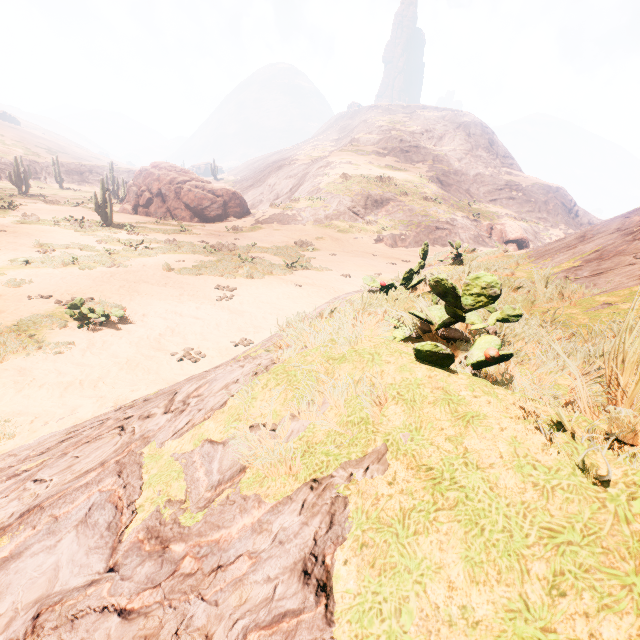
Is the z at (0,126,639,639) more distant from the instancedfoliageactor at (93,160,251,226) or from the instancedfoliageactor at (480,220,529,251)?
the instancedfoliageactor at (93,160,251,226)

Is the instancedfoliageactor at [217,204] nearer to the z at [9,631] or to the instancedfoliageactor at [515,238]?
the z at [9,631]

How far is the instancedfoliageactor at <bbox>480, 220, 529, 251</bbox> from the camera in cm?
3334

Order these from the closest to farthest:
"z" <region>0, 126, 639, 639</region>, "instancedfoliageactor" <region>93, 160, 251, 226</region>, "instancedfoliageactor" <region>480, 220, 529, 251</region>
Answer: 1. "z" <region>0, 126, 639, 639</region>
2. "instancedfoliageactor" <region>93, 160, 251, 226</region>
3. "instancedfoliageactor" <region>480, 220, 529, 251</region>

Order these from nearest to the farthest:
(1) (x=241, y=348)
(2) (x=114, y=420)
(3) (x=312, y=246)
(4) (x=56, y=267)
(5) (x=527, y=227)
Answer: (2) (x=114, y=420)
(1) (x=241, y=348)
(4) (x=56, y=267)
(3) (x=312, y=246)
(5) (x=527, y=227)

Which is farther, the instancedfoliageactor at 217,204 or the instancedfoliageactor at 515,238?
the instancedfoliageactor at 515,238

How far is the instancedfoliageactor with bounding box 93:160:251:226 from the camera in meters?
28.1

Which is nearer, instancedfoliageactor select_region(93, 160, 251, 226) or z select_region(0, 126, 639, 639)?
z select_region(0, 126, 639, 639)
